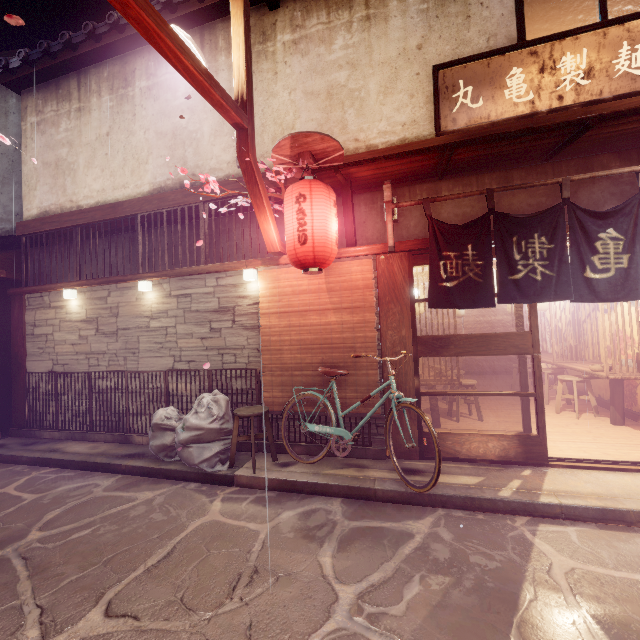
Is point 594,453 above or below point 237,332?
below

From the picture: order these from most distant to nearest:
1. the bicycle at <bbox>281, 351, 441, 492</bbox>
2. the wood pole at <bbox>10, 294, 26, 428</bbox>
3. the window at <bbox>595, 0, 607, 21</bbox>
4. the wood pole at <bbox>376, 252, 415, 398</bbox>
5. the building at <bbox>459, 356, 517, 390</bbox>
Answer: the building at <bbox>459, 356, 517, 390</bbox> < the wood pole at <bbox>10, 294, 26, 428</bbox> < the wood pole at <bbox>376, 252, 415, 398</bbox> < the window at <bbox>595, 0, 607, 21</bbox> < the bicycle at <bbox>281, 351, 441, 492</bbox>

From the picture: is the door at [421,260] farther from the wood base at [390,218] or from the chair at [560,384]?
the chair at [560,384]

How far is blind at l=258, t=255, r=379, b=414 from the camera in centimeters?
828cm

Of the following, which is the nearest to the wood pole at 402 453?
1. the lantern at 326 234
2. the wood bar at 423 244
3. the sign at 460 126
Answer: the wood bar at 423 244

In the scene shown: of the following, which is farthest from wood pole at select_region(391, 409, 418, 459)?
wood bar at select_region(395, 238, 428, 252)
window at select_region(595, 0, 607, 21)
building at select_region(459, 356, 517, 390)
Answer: window at select_region(595, 0, 607, 21)

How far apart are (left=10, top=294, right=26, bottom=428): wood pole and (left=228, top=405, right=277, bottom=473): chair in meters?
9.2 m

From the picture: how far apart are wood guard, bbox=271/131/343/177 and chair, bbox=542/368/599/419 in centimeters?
1017cm
